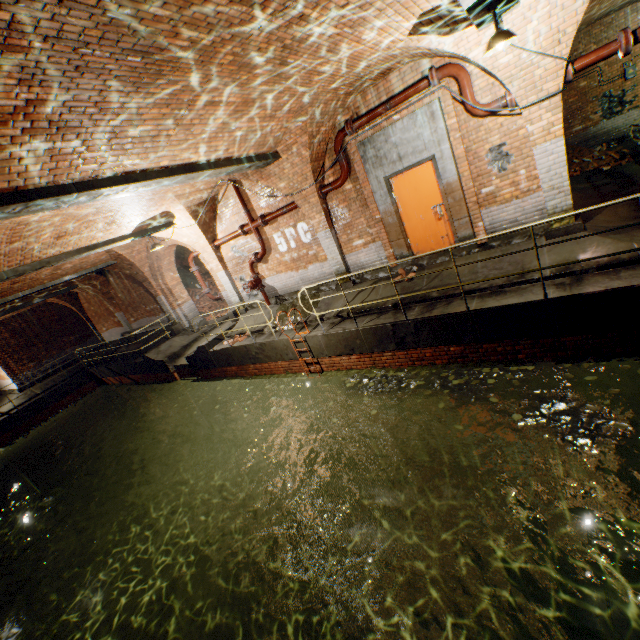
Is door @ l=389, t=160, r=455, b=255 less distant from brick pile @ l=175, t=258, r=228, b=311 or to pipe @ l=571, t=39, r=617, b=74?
pipe @ l=571, t=39, r=617, b=74

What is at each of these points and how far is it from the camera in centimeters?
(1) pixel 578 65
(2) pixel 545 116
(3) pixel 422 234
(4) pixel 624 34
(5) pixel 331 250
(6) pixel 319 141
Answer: (1) pipe, 538cm
(2) support arch, 583cm
(3) door, 808cm
(4) pipe end, 496cm
(5) support arch, 944cm
(6) support arch, 778cm

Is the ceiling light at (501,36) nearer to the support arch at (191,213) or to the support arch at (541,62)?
the support arch at (541,62)

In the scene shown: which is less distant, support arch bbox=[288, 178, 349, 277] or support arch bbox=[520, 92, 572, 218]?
support arch bbox=[520, 92, 572, 218]

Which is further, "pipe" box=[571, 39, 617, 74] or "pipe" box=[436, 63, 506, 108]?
"pipe" box=[436, 63, 506, 108]

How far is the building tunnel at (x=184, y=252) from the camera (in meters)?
19.84

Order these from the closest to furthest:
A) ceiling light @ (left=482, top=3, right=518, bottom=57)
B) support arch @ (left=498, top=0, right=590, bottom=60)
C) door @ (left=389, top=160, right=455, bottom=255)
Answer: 1. ceiling light @ (left=482, top=3, right=518, bottom=57)
2. support arch @ (left=498, top=0, right=590, bottom=60)
3. door @ (left=389, top=160, right=455, bottom=255)

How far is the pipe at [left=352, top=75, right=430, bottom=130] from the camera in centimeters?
657cm
